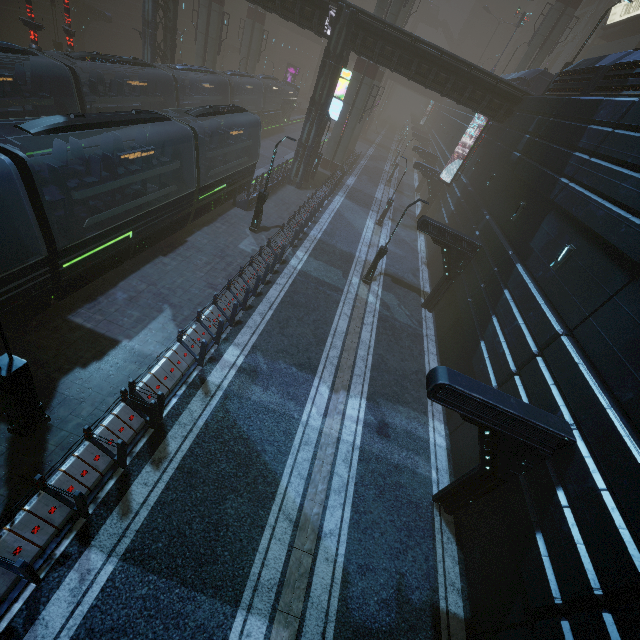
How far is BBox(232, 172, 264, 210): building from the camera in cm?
2077

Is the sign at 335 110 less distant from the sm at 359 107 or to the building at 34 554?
the building at 34 554

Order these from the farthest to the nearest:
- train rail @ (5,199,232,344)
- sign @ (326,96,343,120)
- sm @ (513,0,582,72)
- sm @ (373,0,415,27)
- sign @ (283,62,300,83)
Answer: sign @ (283,62,300,83)
sm @ (513,0,582,72)
sm @ (373,0,415,27)
sign @ (326,96,343,120)
train rail @ (5,199,232,344)

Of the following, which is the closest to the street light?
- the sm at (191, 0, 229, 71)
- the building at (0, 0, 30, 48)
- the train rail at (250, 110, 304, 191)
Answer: the building at (0, 0, 30, 48)

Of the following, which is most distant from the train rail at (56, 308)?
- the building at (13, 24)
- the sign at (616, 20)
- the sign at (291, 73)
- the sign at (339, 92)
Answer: the sign at (616, 20)

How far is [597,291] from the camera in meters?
9.0 m

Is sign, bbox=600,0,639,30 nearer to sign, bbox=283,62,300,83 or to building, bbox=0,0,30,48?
building, bbox=0,0,30,48

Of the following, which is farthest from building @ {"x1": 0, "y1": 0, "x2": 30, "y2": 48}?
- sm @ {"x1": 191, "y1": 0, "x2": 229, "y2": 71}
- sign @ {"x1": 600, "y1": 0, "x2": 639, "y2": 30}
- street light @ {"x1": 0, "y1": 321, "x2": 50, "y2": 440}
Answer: street light @ {"x1": 0, "y1": 321, "x2": 50, "y2": 440}
